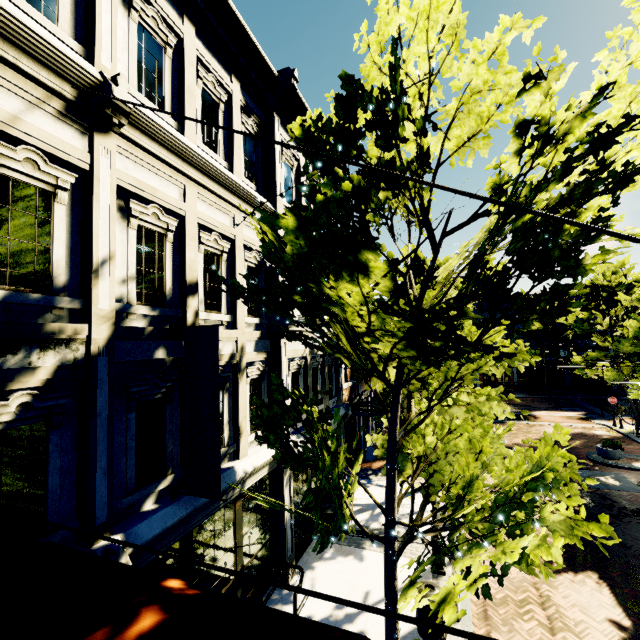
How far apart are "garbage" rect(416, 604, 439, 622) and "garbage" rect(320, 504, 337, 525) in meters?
3.6 m

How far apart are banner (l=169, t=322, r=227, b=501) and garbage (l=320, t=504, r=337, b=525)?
6.3m

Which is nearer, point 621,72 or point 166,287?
point 621,72

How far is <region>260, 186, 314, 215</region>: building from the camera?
9.1m

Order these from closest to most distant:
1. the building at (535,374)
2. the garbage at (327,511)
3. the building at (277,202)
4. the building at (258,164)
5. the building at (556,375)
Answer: the building at (258,164)
the building at (277,202)
the garbage at (327,511)
the building at (556,375)
the building at (535,374)

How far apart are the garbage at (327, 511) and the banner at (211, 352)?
6.3 meters

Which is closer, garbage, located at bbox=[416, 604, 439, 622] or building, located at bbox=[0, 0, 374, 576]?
building, located at bbox=[0, 0, 374, 576]

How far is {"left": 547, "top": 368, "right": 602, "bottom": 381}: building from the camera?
35.69m
